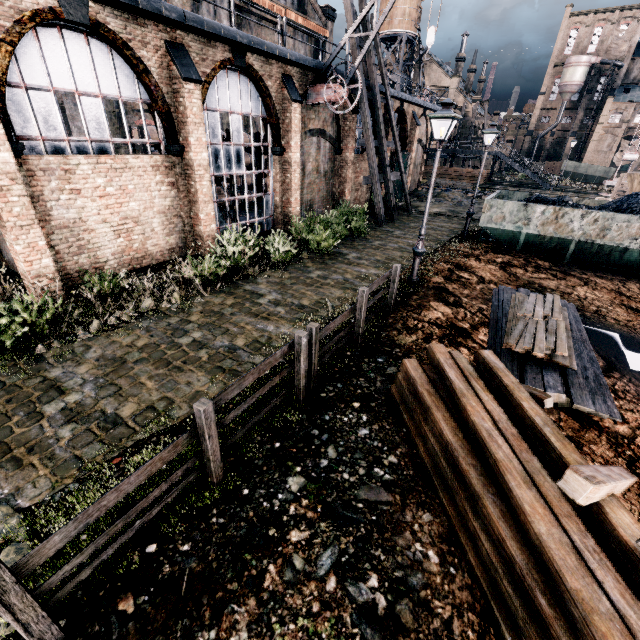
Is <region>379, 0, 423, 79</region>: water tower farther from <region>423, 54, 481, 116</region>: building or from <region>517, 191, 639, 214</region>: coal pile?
<region>517, 191, 639, 214</region>: coal pile

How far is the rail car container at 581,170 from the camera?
57.7 meters

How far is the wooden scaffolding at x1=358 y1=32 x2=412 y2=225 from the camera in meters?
19.5

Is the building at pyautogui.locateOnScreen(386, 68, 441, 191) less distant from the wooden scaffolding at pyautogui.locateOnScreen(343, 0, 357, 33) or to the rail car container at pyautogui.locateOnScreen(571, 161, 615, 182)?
the wooden scaffolding at pyautogui.locateOnScreen(343, 0, 357, 33)

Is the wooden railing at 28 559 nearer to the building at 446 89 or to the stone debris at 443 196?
the building at 446 89

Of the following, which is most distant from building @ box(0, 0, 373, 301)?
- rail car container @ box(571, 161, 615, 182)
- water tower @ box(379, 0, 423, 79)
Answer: rail car container @ box(571, 161, 615, 182)

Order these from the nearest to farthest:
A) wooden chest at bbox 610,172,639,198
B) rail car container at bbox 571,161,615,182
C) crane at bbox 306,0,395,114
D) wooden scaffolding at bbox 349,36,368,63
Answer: crane at bbox 306,0,395,114 → wooden scaffolding at bbox 349,36,368,63 → wooden chest at bbox 610,172,639,198 → rail car container at bbox 571,161,615,182

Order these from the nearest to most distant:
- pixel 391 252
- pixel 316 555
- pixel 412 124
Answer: pixel 316 555 < pixel 391 252 < pixel 412 124
